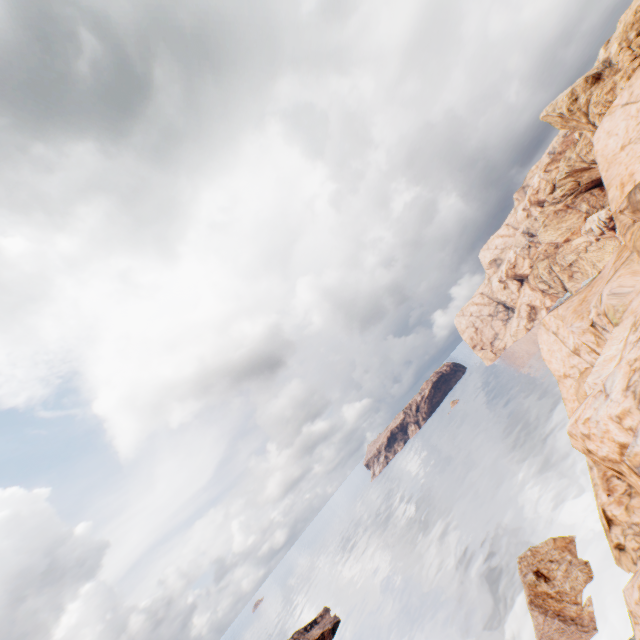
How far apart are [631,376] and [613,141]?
25.56m

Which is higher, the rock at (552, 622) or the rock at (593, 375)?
the rock at (593, 375)

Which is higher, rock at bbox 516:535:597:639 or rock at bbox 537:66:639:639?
rock at bbox 537:66:639:639

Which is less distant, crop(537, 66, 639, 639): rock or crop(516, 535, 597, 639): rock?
crop(537, 66, 639, 639): rock

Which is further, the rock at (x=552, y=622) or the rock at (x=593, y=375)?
the rock at (x=552, y=622)
